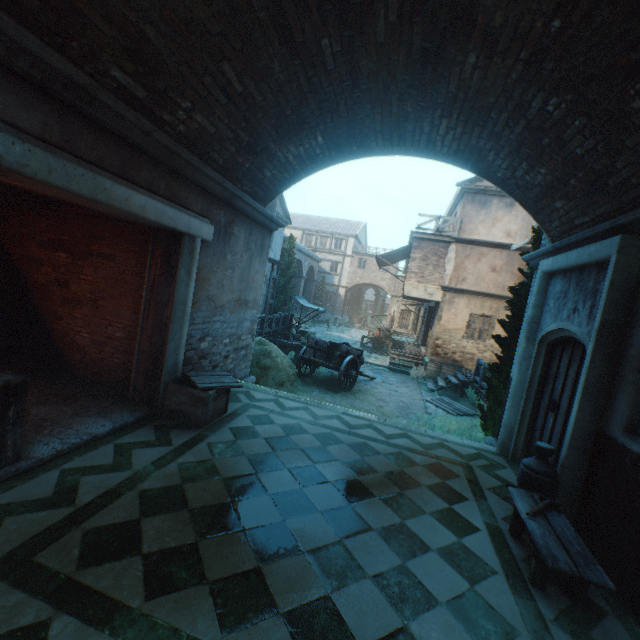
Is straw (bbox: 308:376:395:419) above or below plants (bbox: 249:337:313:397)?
→ below

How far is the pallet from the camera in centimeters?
1157cm

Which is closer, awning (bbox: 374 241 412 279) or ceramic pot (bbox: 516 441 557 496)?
ceramic pot (bbox: 516 441 557 496)

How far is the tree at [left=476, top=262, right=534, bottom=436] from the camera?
7.3m

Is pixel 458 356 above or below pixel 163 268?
below

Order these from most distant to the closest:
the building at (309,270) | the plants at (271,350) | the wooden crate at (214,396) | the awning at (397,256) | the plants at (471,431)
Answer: the building at (309,270) → the awning at (397,256) → the plants at (271,350) → the plants at (471,431) → the wooden crate at (214,396)

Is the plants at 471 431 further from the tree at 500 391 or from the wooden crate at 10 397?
the wooden crate at 10 397

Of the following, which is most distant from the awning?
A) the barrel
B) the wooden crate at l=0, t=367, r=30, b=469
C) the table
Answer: the wooden crate at l=0, t=367, r=30, b=469
